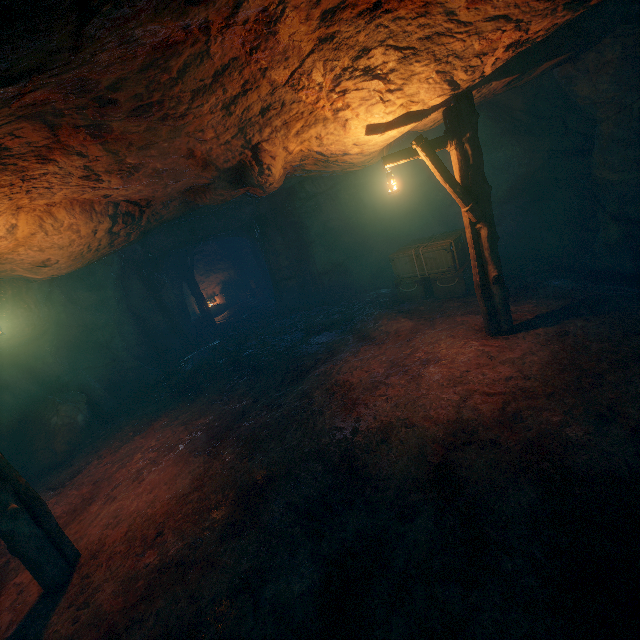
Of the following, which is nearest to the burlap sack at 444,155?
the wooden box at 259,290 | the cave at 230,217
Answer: the cave at 230,217

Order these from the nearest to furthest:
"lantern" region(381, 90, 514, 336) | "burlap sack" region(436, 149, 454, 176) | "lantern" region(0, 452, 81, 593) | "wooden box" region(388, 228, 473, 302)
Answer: "lantern" region(0, 452, 81, 593) → "lantern" region(381, 90, 514, 336) → "wooden box" region(388, 228, 473, 302) → "burlap sack" region(436, 149, 454, 176)

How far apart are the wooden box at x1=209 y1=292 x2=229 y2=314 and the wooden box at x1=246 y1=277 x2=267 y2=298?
1.6m

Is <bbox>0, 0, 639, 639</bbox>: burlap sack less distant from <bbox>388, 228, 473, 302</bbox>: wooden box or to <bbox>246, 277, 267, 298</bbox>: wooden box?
<bbox>388, 228, 473, 302</bbox>: wooden box

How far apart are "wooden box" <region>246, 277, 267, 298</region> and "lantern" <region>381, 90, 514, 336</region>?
16.7 meters

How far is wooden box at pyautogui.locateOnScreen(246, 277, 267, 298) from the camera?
22.2 meters

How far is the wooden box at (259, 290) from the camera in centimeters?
2223cm

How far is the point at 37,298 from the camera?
9.2 meters
